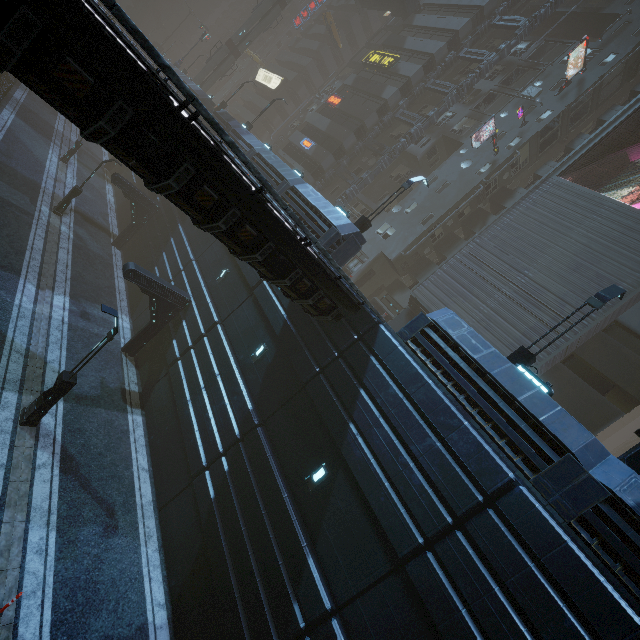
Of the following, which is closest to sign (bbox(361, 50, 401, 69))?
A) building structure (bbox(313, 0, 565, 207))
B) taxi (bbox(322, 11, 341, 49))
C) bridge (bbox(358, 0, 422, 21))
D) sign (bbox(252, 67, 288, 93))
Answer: building structure (bbox(313, 0, 565, 207))

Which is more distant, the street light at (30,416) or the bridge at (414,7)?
the bridge at (414,7)

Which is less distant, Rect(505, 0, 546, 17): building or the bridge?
Rect(505, 0, 546, 17): building

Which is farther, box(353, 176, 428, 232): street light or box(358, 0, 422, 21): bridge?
box(358, 0, 422, 21): bridge

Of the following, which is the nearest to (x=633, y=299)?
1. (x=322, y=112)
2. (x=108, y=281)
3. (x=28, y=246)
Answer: (x=108, y=281)

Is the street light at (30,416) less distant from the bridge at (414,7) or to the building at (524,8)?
the building at (524,8)

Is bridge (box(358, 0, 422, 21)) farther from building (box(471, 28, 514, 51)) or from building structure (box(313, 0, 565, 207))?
building structure (box(313, 0, 565, 207))

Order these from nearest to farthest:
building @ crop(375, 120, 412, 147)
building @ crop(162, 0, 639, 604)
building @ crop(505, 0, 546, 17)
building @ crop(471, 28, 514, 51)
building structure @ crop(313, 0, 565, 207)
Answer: building @ crop(162, 0, 639, 604) → building structure @ crop(313, 0, 565, 207) → building @ crop(505, 0, 546, 17) → building @ crop(471, 28, 514, 51) → building @ crop(375, 120, 412, 147)
